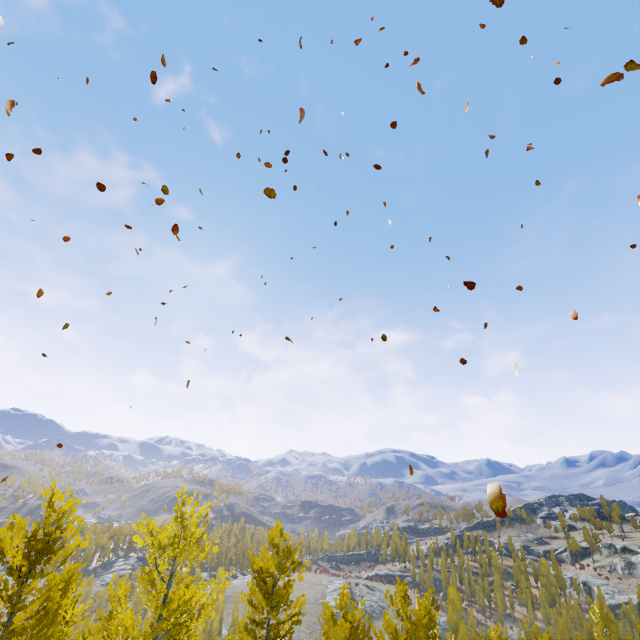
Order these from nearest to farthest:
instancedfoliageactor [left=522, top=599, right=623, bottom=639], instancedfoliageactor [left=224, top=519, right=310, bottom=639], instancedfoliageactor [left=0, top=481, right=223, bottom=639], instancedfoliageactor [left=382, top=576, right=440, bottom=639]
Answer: instancedfoliageactor [left=0, top=481, right=223, bottom=639], instancedfoliageactor [left=382, top=576, right=440, bottom=639], instancedfoliageactor [left=224, top=519, right=310, bottom=639], instancedfoliageactor [left=522, top=599, right=623, bottom=639]

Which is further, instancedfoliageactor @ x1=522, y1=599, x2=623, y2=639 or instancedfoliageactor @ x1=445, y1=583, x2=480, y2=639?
instancedfoliageactor @ x1=445, y1=583, x2=480, y2=639

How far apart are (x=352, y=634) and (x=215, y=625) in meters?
64.4

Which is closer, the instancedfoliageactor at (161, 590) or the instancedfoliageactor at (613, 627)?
the instancedfoliageactor at (161, 590)
